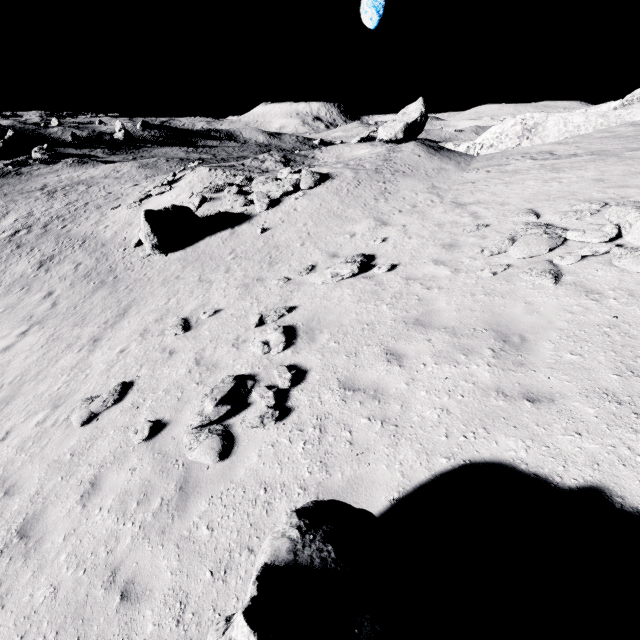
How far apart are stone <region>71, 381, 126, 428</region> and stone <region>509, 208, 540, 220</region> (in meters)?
12.11

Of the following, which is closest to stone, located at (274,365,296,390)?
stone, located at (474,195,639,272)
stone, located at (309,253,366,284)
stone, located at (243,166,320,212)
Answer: stone, located at (309,253,366,284)

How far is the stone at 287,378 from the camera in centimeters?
641cm

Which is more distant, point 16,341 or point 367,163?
point 367,163

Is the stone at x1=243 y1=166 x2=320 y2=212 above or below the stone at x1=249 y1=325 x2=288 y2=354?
above

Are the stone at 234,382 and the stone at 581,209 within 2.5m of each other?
no

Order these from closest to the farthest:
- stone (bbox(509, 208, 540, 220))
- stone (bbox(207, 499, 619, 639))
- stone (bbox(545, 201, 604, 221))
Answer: stone (bbox(207, 499, 619, 639))
stone (bbox(545, 201, 604, 221))
stone (bbox(509, 208, 540, 220))

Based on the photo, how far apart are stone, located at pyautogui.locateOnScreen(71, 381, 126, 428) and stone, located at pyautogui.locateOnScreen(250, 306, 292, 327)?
3.5m
